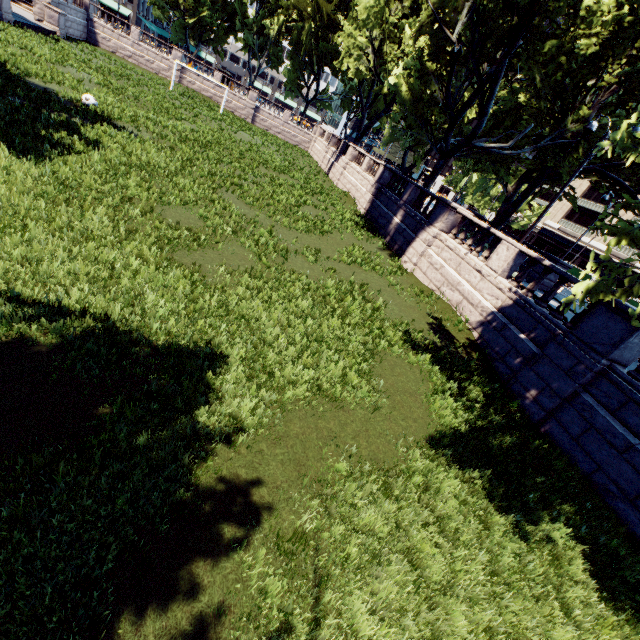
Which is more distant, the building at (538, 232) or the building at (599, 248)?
the building at (538, 232)

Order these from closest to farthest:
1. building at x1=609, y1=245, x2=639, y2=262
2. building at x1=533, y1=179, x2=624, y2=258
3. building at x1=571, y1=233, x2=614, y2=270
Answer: building at x1=609, y1=245, x2=639, y2=262 < building at x1=571, y1=233, x2=614, y2=270 < building at x1=533, y1=179, x2=624, y2=258

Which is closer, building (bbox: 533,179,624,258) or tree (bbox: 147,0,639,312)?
tree (bbox: 147,0,639,312)

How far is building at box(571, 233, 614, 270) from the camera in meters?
48.9

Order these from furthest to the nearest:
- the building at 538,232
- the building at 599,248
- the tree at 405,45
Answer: the building at 538,232 → the building at 599,248 → the tree at 405,45

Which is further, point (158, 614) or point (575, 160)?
point (575, 160)
